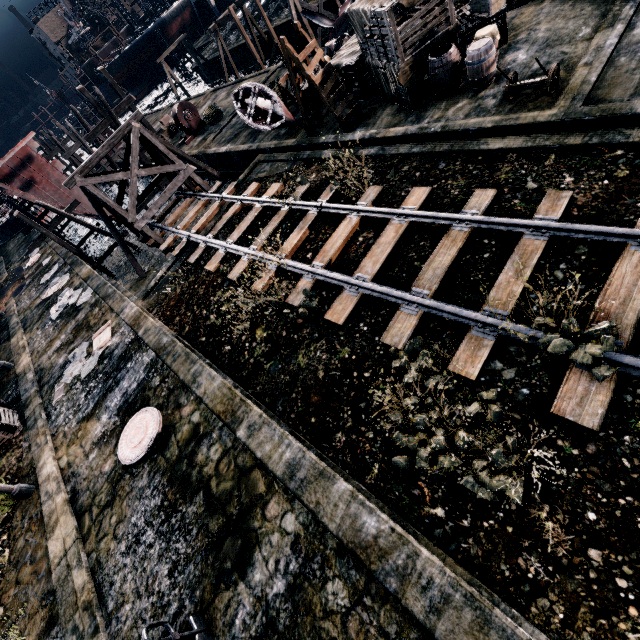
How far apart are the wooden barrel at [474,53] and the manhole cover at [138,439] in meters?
16.1 m

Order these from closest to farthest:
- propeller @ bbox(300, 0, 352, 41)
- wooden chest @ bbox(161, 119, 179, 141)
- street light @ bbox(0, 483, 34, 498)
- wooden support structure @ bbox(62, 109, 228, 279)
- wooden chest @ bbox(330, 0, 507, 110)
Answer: street light @ bbox(0, 483, 34, 498) < wooden chest @ bbox(330, 0, 507, 110) < wooden support structure @ bbox(62, 109, 228, 279) < propeller @ bbox(300, 0, 352, 41) < wooden chest @ bbox(161, 119, 179, 141)

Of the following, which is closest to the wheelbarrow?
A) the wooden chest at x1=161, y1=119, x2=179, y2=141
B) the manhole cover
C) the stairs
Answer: the manhole cover

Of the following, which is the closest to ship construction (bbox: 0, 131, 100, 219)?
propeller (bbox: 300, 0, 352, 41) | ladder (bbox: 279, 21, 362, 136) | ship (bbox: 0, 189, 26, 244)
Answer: ship (bbox: 0, 189, 26, 244)

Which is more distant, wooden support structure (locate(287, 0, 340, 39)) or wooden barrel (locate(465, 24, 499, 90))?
wooden support structure (locate(287, 0, 340, 39))

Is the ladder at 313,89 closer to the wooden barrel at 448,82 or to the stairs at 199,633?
the wooden barrel at 448,82

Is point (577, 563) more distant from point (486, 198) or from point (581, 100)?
point (581, 100)

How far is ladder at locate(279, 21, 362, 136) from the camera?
13.4 meters
